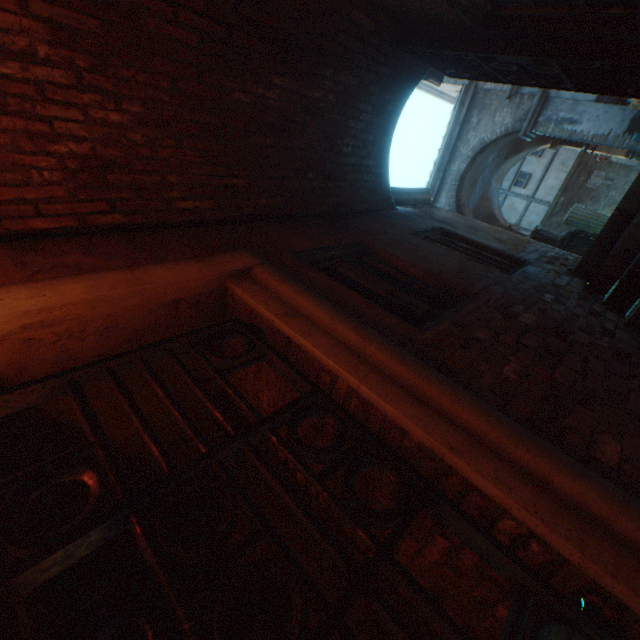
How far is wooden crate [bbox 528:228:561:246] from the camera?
7.56m

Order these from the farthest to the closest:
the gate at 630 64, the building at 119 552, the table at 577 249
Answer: the table at 577 249 < the gate at 630 64 < the building at 119 552

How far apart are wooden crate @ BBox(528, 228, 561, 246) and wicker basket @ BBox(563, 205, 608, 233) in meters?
0.4 m

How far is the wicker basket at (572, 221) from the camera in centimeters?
770cm

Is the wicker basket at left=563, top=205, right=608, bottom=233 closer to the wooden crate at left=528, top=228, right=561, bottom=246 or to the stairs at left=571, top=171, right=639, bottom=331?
the wooden crate at left=528, top=228, right=561, bottom=246

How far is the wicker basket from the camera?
7.7 meters

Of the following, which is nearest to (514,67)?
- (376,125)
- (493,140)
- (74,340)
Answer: (376,125)

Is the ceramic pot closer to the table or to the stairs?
the table
